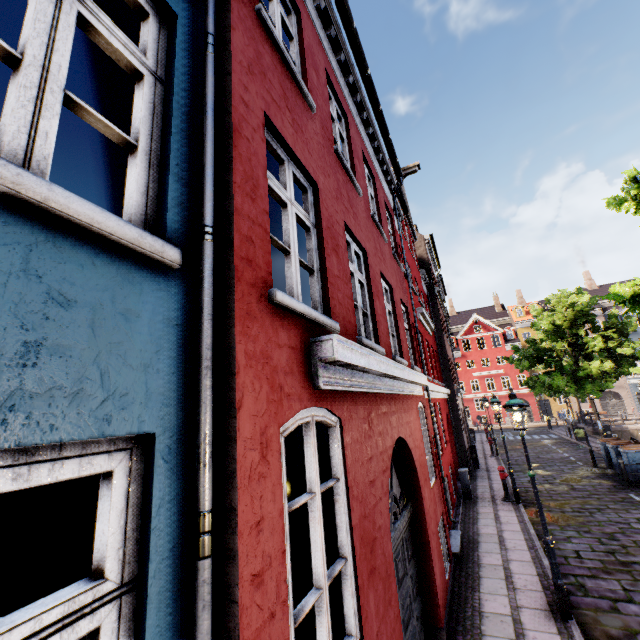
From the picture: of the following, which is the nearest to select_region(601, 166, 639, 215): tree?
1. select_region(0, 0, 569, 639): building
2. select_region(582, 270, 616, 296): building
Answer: select_region(582, 270, 616, 296): building

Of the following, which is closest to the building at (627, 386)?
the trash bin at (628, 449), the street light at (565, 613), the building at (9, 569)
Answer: the building at (9, 569)

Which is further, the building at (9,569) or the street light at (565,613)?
the street light at (565,613)

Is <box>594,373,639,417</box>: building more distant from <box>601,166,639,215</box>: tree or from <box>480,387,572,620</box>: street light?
<box>480,387,572,620</box>: street light

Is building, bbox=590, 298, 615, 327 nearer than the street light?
Answer: No

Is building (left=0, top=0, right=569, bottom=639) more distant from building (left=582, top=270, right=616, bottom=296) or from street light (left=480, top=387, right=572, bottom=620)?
building (left=582, top=270, right=616, bottom=296)

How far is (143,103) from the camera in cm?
184

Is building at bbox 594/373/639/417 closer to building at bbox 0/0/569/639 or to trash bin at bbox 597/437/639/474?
building at bbox 0/0/569/639
